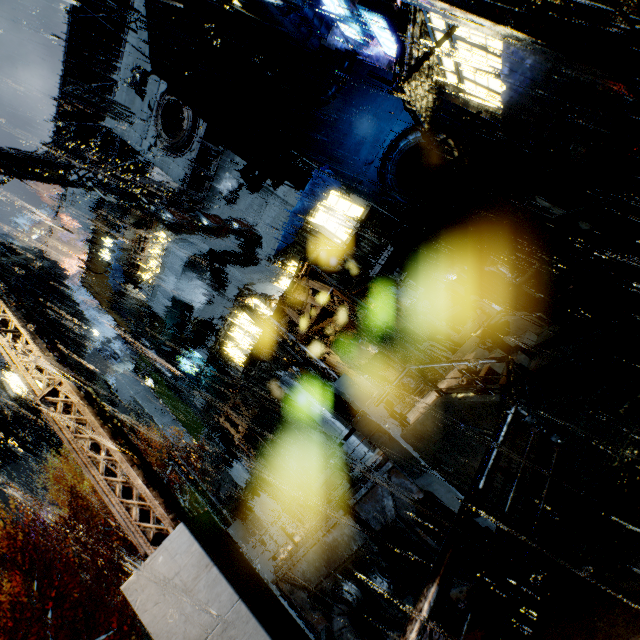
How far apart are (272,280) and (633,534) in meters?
23.3

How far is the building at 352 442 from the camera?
15.1m

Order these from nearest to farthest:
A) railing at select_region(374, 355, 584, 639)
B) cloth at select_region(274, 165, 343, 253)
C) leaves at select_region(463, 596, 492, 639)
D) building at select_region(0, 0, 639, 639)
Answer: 1. railing at select_region(374, 355, 584, 639)
2. building at select_region(0, 0, 639, 639)
3. leaves at select_region(463, 596, 492, 639)
4. cloth at select_region(274, 165, 343, 253)

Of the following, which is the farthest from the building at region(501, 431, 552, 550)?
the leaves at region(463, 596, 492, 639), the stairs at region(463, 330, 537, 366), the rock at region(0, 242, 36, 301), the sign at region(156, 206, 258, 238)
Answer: the leaves at region(463, 596, 492, 639)

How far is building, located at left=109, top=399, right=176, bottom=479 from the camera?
36.09m

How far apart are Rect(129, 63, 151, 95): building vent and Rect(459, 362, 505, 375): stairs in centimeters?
3300cm

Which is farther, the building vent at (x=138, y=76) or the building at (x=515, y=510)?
the building vent at (x=138, y=76)

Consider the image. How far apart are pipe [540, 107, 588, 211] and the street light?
9.64m
